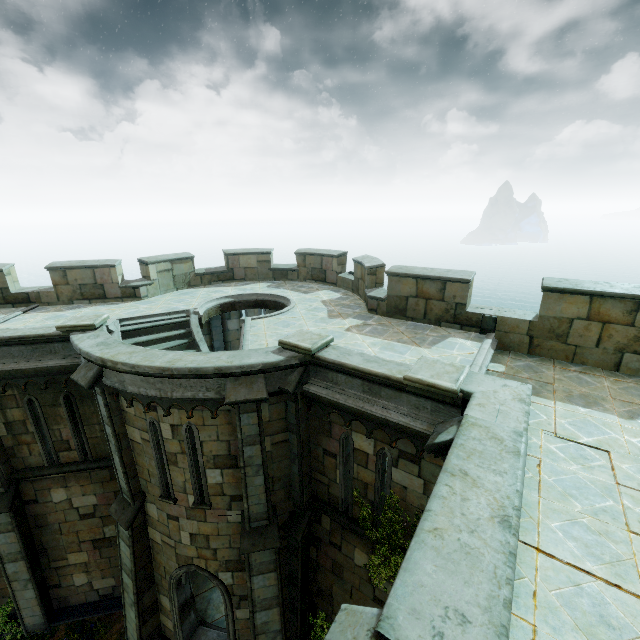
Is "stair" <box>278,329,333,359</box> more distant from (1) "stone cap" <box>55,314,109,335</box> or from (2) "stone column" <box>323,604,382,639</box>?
(1) "stone cap" <box>55,314,109,335</box>

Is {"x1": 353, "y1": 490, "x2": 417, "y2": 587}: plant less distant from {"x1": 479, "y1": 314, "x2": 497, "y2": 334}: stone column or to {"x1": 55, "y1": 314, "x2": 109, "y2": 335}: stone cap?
{"x1": 479, "y1": 314, "x2": 497, "y2": 334}: stone column

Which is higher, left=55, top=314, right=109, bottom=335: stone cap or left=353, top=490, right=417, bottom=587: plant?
left=55, top=314, right=109, bottom=335: stone cap

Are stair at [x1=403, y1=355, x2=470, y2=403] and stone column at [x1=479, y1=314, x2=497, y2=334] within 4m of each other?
yes

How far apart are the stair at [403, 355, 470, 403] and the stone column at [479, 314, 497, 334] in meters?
2.7

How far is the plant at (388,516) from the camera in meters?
7.1 m

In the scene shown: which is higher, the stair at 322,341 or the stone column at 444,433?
the stair at 322,341

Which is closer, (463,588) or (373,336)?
(463,588)
